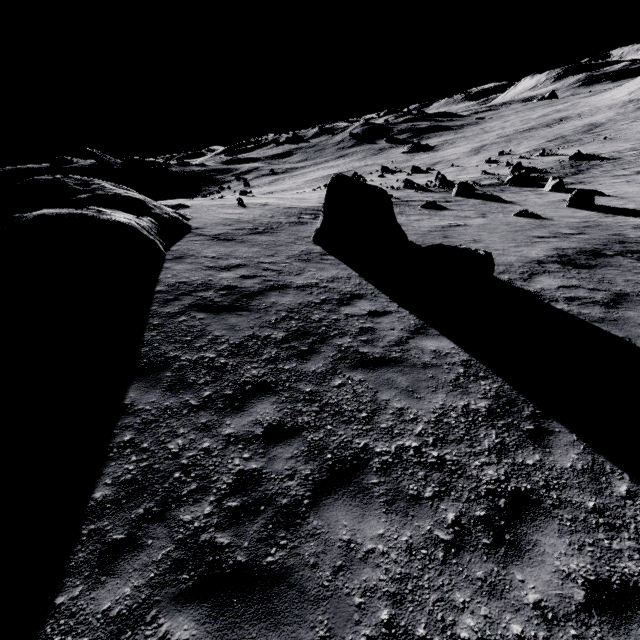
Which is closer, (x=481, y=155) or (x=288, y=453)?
(x=288, y=453)

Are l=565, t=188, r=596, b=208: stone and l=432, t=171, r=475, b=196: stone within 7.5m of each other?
no

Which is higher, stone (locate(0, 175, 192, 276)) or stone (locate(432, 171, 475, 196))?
stone (locate(0, 175, 192, 276))

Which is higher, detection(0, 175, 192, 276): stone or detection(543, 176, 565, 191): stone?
detection(0, 175, 192, 276): stone

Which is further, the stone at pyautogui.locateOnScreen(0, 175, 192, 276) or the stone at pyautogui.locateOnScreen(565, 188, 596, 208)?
the stone at pyautogui.locateOnScreen(565, 188, 596, 208)

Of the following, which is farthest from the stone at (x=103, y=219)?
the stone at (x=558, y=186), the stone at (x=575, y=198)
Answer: the stone at (x=558, y=186)

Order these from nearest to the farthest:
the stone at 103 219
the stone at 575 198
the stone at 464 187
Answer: the stone at 103 219
the stone at 575 198
the stone at 464 187

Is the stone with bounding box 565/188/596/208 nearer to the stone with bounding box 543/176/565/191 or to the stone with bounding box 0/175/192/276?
the stone with bounding box 543/176/565/191
